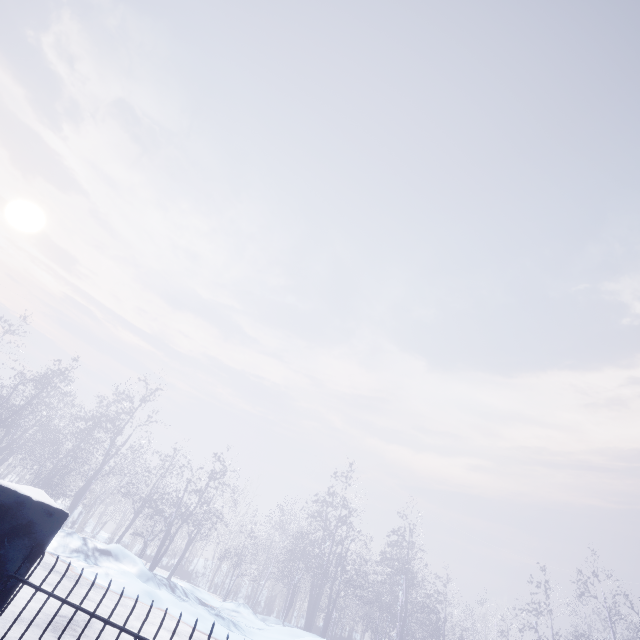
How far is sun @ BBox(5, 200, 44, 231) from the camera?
44.4 meters

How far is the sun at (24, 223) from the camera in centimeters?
4438cm

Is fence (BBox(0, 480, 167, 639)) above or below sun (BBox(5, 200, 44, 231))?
below

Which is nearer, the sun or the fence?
the fence

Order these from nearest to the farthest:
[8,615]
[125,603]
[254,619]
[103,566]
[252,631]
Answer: [8,615] → [125,603] → [103,566] → [252,631] → [254,619]

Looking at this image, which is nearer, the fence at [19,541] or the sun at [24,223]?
the fence at [19,541]
